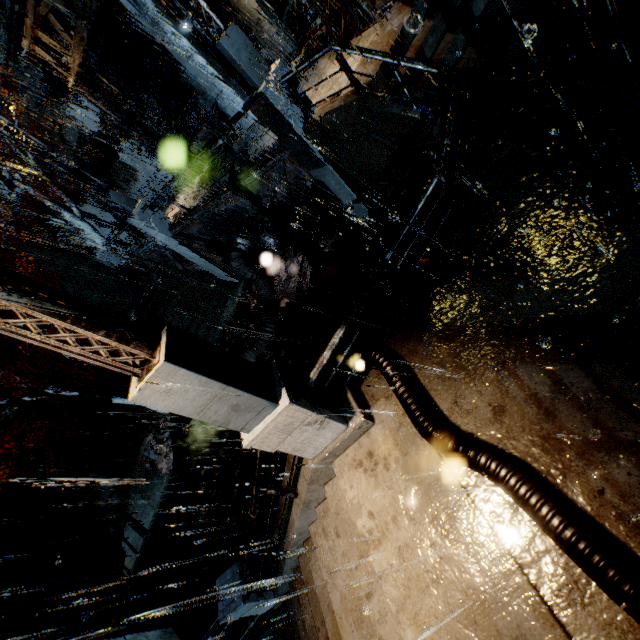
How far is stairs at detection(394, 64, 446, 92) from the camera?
7.3 meters

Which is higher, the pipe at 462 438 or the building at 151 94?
the building at 151 94

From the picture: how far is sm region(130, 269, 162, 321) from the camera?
19.19m

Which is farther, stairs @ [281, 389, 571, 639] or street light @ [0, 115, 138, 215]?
street light @ [0, 115, 138, 215]

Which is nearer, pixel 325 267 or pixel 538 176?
pixel 538 176

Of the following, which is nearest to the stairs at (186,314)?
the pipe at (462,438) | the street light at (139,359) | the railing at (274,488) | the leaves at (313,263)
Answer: the leaves at (313,263)

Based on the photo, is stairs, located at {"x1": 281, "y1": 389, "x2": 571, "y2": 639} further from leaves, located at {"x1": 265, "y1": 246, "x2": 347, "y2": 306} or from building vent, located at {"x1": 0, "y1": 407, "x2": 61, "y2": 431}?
building vent, located at {"x1": 0, "y1": 407, "x2": 61, "y2": 431}

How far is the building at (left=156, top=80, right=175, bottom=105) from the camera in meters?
21.7 m
